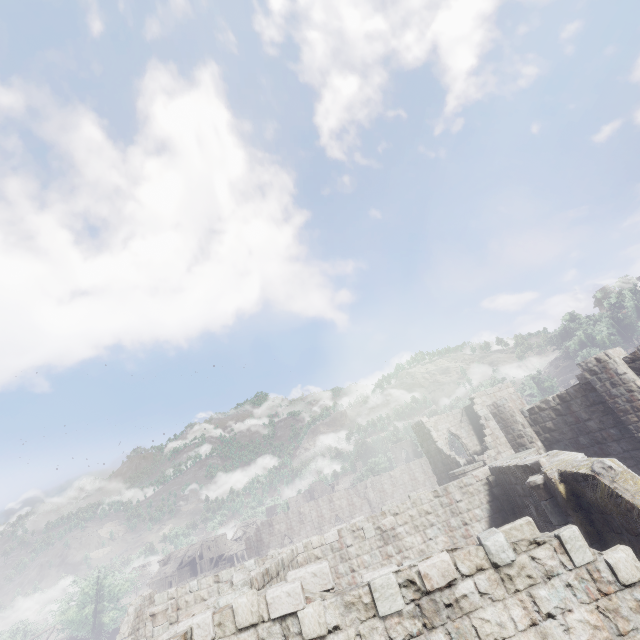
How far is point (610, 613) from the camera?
4.77m
